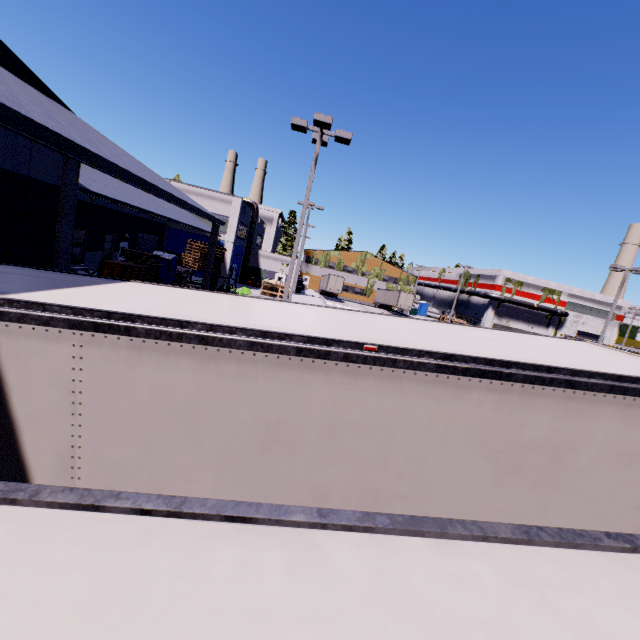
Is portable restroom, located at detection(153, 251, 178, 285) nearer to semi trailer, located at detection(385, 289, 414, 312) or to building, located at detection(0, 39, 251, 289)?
building, located at detection(0, 39, 251, 289)

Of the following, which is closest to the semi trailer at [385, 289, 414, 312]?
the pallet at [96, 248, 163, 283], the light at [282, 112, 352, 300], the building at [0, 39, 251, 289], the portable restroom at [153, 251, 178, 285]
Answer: the building at [0, 39, 251, 289]

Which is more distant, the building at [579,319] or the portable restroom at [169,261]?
the building at [579,319]

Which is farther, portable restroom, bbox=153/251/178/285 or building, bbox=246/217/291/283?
building, bbox=246/217/291/283

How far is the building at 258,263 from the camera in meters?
45.2

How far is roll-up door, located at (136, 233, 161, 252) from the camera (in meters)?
31.19

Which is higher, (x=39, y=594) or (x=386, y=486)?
(x=39, y=594)

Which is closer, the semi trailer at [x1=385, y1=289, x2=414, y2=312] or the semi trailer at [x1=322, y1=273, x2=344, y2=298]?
the semi trailer at [x1=322, y1=273, x2=344, y2=298]
